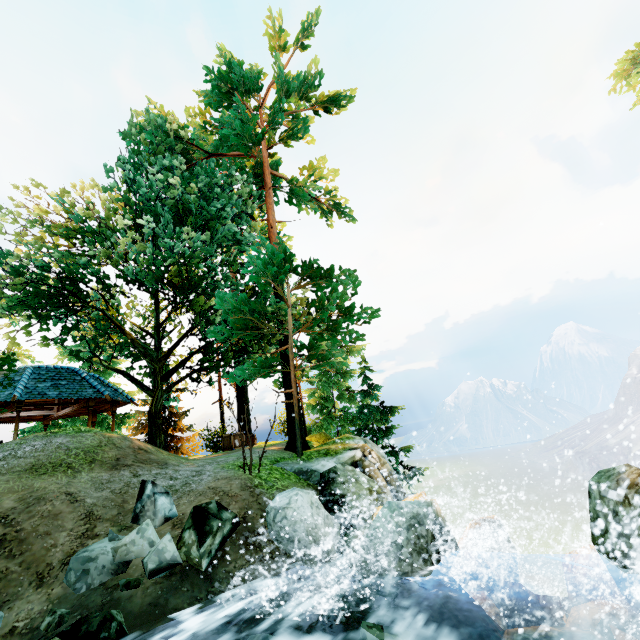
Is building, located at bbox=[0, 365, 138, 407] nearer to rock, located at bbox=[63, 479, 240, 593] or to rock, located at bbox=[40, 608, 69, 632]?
rock, located at bbox=[63, 479, 240, 593]

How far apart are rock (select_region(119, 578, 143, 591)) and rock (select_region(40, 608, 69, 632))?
0.27m

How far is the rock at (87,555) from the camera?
4.8 meters

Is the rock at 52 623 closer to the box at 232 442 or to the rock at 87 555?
the rock at 87 555

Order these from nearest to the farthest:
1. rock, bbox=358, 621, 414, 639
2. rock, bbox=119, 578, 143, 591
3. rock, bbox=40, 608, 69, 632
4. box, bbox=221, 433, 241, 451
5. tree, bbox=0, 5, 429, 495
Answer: rock, bbox=358, 621, 414, 639 < rock, bbox=40, 608, 69, 632 < rock, bbox=119, 578, 143, 591 < tree, bbox=0, 5, 429, 495 < box, bbox=221, 433, 241, 451

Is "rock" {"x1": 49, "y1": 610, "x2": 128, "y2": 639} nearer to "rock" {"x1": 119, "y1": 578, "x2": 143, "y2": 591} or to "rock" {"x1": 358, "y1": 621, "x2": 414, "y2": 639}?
"rock" {"x1": 119, "y1": 578, "x2": 143, "y2": 591}

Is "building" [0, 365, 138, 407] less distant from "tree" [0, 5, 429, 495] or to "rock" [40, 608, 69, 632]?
"tree" [0, 5, 429, 495]

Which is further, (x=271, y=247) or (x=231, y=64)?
(x=231, y=64)
